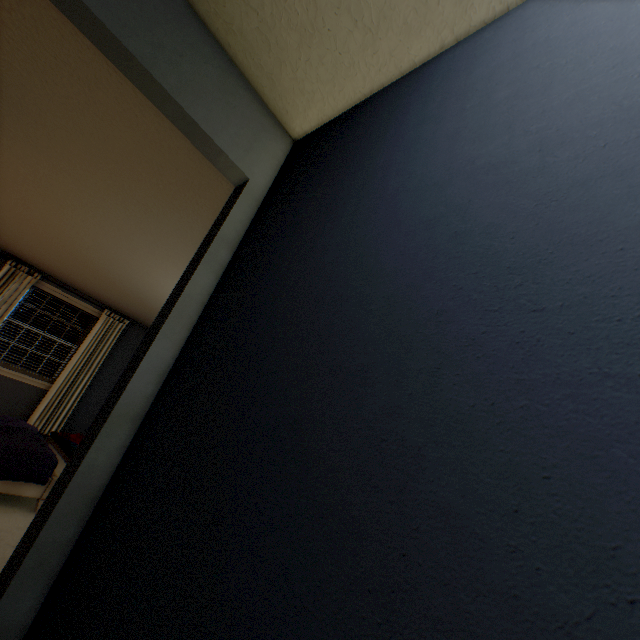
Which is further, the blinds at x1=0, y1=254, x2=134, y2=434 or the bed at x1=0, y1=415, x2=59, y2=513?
the blinds at x1=0, y1=254, x2=134, y2=434

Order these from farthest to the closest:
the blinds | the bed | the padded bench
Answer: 1. the blinds
2. the padded bench
3. the bed

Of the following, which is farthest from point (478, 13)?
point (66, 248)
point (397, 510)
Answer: point (66, 248)

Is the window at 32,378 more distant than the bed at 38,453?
Yes

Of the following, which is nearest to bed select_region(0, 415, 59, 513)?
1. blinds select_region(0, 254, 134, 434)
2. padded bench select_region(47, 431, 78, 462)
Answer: padded bench select_region(47, 431, 78, 462)

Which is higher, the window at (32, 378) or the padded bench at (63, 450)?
the window at (32, 378)

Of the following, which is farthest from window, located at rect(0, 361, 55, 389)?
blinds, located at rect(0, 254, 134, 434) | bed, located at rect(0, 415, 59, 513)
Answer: bed, located at rect(0, 415, 59, 513)

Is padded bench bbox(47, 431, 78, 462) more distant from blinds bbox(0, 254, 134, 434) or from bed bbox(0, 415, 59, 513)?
blinds bbox(0, 254, 134, 434)
